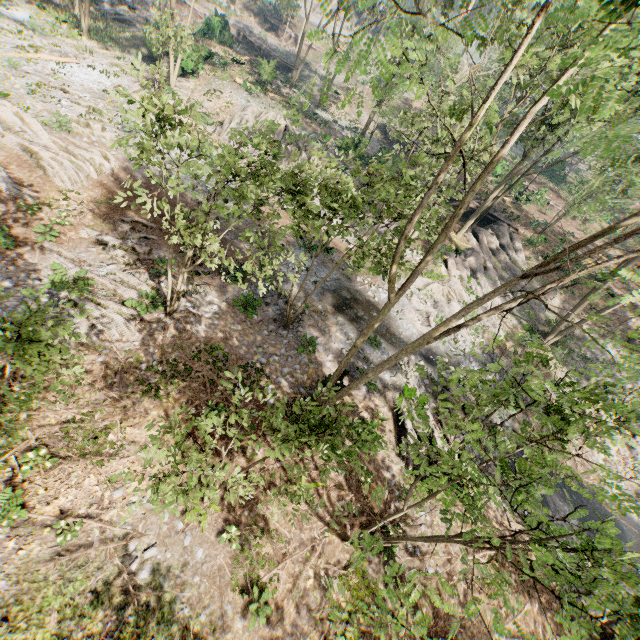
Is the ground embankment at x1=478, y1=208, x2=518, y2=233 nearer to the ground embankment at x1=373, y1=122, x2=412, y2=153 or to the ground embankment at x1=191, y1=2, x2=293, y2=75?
the ground embankment at x1=373, y1=122, x2=412, y2=153

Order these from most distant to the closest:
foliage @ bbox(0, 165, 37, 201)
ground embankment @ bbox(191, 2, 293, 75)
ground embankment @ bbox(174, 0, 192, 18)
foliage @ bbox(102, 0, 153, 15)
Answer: ground embankment @ bbox(174, 0, 192, 18) < ground embankment @ bbox(191, 2, 293, 75) < foliage @ bbox(102, 0, 153, 15) < foliage @ bbox(0, 165, 37, 201)

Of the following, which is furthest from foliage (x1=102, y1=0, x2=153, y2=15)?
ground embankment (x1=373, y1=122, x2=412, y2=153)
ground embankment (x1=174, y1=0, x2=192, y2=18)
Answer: ground embankment (x1=373, y1=122, x2=412, y2=153)

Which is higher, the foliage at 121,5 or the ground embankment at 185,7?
the ground embankment at 185,7

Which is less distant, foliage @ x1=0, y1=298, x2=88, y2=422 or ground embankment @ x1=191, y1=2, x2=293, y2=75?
foliage @ x1=0, y1=298, x2=88, y2=422

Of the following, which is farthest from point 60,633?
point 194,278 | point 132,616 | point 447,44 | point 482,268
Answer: point 447,44

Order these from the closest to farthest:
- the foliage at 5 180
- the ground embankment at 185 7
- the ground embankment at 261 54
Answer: the foliage at 5 180 → the ground embankment at 261 54 → the ground embankment at 185 7
